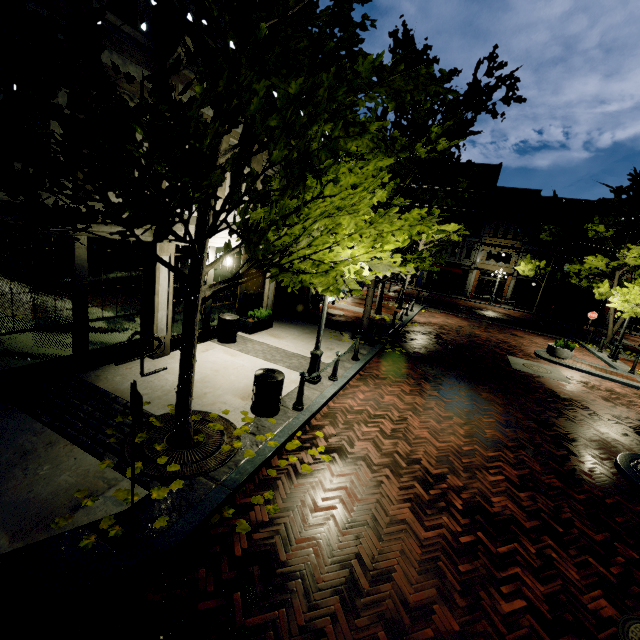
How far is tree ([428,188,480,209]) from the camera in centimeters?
1135cm

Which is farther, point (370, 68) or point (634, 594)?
point (634, 594)

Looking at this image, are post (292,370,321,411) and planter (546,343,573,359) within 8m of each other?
no

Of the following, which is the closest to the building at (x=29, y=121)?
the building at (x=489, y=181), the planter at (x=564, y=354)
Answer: the planter at (x=564, y=354)

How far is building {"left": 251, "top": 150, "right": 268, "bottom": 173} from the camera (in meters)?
10.03

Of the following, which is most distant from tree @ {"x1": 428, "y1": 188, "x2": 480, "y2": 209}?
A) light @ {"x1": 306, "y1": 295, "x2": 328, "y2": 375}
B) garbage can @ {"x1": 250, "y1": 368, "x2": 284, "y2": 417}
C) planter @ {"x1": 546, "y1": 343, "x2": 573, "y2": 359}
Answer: planter @ {"x1": 546, "y1": 343, "x2": 573, "y2": 359}

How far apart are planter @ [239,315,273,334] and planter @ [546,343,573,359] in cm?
1326

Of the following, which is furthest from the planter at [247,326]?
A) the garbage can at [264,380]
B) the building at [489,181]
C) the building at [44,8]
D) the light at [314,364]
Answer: the building at [489,181]
